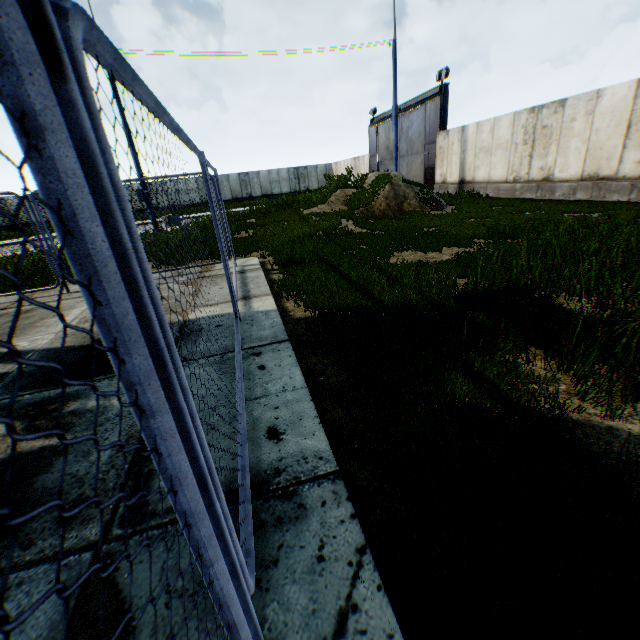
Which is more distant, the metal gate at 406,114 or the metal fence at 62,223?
the metal gate at 406,114

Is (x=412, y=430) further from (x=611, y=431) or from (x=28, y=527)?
(x=28, y=527)

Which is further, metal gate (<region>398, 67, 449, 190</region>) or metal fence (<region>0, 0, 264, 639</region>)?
metal gate (<region>398, 67, 449, 190</region>)

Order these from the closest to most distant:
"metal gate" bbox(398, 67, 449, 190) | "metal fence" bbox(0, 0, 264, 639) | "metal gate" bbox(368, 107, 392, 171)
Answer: "metal fence" bbox(0, 0, 264, 639), "metal gate" bbox(398, 67, 449, 190), "metal gate" bbox(368, 107, 392, 171)

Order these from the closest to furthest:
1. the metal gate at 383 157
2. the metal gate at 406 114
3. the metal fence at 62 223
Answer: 1. the metal fence at 62 223
2. the metal gate at 406 114
3. the metal gate at 383 157

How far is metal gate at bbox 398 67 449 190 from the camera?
19.44m
